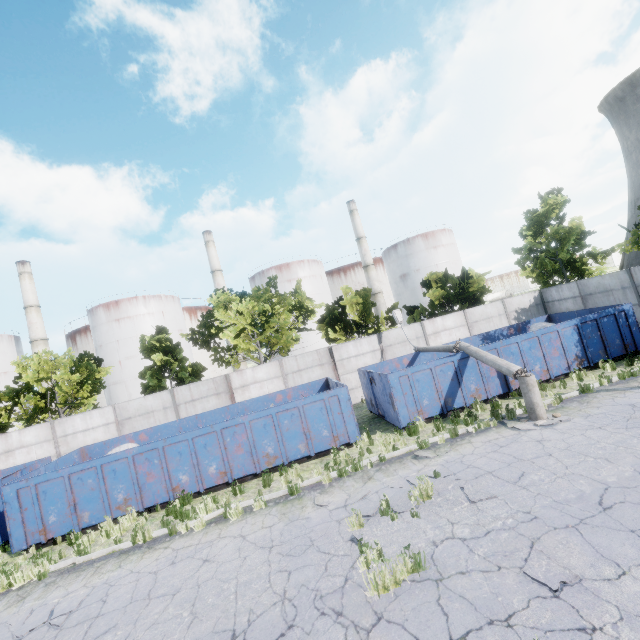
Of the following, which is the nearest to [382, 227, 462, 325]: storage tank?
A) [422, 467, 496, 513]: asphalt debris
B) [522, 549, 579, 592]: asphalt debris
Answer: [422, 467, 496, 513]: asphalt debris

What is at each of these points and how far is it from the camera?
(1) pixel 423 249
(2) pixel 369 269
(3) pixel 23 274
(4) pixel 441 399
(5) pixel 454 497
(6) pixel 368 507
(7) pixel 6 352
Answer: (1) storage tank, 53.53m
(2) chimney, 52.09m
(3) chimney, 44.03m
(4) garbage container, 12.46m
(5) asphalt debris, 7.13m
(6) asphalt debris, 7.65m
(7) storage tank, 47.69m

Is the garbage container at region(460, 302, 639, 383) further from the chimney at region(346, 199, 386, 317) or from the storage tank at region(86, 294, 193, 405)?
the storage tank at region(86, 294, 193, 405)

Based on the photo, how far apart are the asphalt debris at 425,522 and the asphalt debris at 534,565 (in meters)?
1.38

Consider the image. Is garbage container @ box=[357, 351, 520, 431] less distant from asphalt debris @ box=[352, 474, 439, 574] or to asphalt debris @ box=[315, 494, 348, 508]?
asphalt debris @ box=[352, 474, 439, 574]

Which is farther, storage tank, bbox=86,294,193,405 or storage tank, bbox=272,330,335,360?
storage tank, bbox=272,330,335,360

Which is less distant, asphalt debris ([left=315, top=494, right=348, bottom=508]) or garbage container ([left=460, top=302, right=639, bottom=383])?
asphalt debris ([left=315, top=494, right=348, bottom=508])

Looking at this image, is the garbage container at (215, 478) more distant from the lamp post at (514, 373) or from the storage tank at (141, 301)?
the storage tank at (141, 301)
